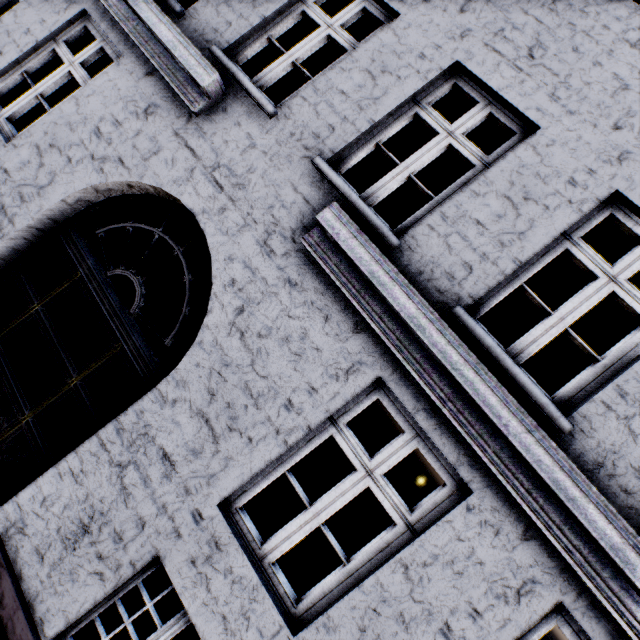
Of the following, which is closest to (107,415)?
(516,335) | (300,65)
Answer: (516,335)
